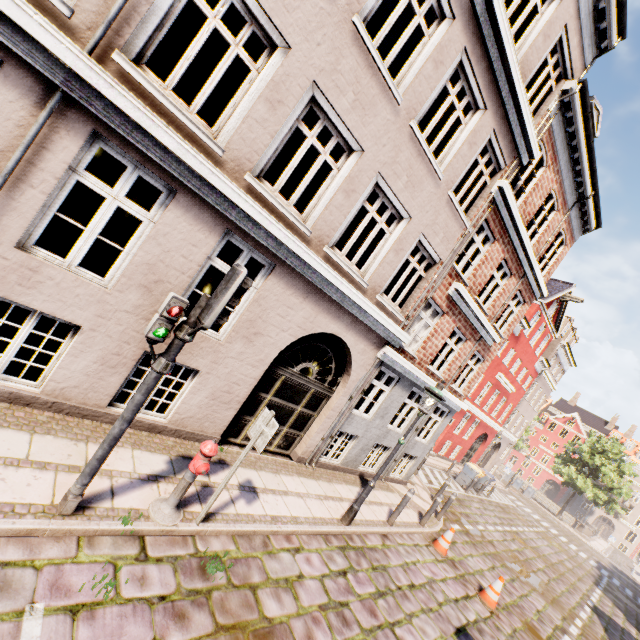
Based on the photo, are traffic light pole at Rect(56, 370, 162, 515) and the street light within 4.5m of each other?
no

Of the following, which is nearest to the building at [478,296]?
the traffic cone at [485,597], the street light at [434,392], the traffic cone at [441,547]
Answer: the street light at [434,392]

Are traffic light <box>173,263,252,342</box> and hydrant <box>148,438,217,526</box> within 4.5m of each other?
yes

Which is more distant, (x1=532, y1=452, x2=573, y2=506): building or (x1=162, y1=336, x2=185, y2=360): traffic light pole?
(x1=532, y1=452, x2=573, y2=506): building

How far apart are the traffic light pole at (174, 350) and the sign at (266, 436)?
1.65m

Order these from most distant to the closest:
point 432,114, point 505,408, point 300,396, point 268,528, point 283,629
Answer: point 505,408
point 432,114
point 300,396
point 268,528
point 283,629

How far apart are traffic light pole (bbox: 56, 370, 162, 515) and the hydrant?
0.9 meters

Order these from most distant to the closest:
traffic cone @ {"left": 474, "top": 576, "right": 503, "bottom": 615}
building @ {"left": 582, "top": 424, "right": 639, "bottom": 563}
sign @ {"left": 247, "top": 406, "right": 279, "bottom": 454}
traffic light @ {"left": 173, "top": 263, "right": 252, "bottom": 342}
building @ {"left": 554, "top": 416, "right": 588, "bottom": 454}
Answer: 1. building @ {"left": 554, "top": 416, "right": 588, "bottom": 454}
2. building @ {"left": 582, "top": 424, "right": 639, "bottom": 563}
3. traffic cone @ {"left": 474, "top": 576, "right": 503, "bottom": 615}
4. sign @ {"left": 247, "top": 406, "right": 279, "bottom": 454}
5. traffic light @ {"left": 173, "top": 263, "right": 252, "bottom": 342}
